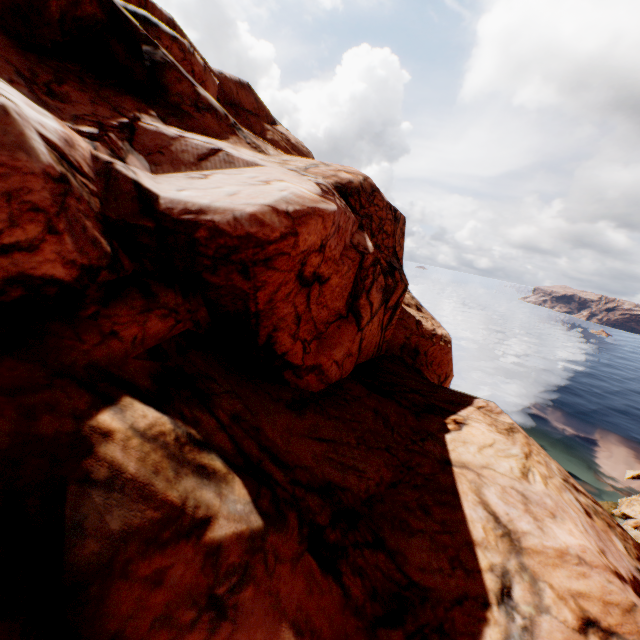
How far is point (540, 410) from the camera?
51.5m
